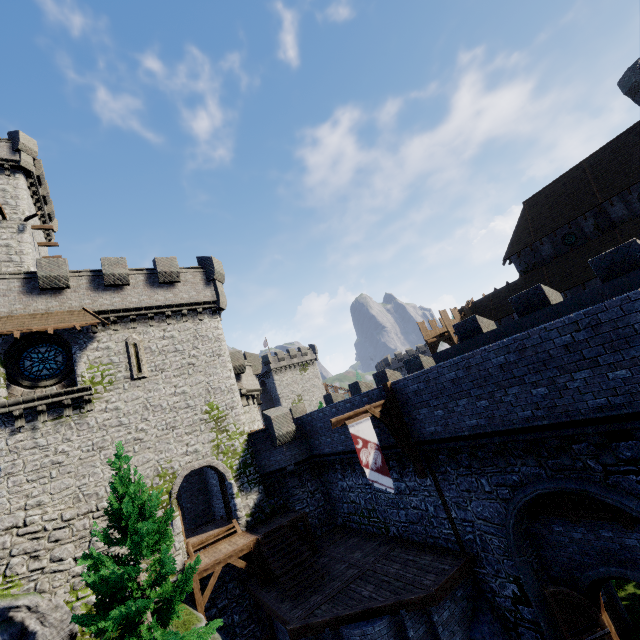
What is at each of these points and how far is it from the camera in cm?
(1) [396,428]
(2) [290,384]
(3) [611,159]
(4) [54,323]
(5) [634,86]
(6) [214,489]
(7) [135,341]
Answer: (1) wooden support, 1338
(2) building, 5872
(3) building, 2934
(4) awning, 1706
(5) building, 2586
(6) building tower, 2297
(7) window slit, 1941

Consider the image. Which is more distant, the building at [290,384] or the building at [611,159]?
the building at [290,384]

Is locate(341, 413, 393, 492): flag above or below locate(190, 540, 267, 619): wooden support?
above

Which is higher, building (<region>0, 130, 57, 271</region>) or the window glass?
building (<region>0, 130, 57, 271</region>)

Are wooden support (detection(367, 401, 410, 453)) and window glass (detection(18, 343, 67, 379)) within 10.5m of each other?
no

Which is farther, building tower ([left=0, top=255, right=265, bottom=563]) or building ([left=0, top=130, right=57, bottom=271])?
building ([left=0, top=130, right=57, bottom=271])

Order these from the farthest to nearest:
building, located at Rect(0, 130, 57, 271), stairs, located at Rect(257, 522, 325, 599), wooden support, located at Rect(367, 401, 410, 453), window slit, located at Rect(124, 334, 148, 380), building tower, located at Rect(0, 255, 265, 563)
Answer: building, located at Rect(0, 130, 57, 271) → window slit, located at Rect(124, 334, 148, 380) → building tower, located at Rect(0, 255, 265, 563) → stairs, located at Rect(257, 522, 325, 599) → wooden support, located at Rect(367, 401, 410, 453)

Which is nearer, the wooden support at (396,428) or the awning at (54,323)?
the wooden support at (396,428)
